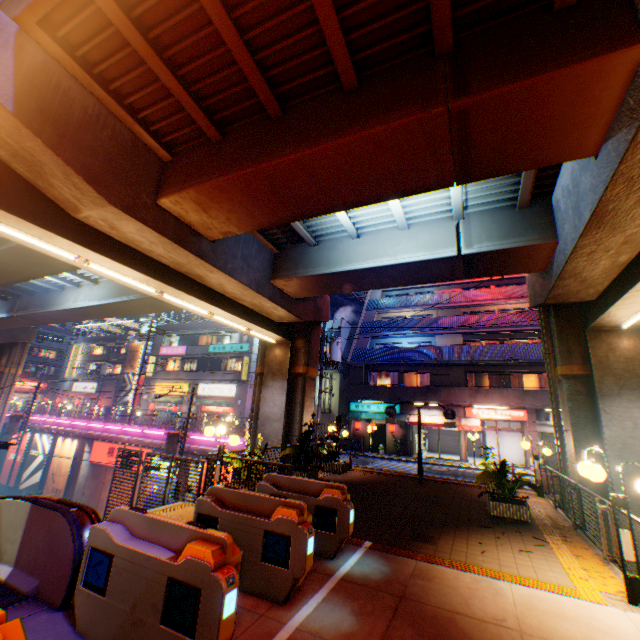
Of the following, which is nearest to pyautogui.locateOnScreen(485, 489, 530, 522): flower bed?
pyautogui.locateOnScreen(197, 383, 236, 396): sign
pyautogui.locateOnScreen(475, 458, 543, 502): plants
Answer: pyautogui.locateOnScreen(475, 458, 543, 502): plants

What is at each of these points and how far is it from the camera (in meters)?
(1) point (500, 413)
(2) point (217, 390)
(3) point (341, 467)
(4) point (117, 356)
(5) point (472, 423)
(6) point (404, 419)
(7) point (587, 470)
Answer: (1) sign, 23.61
(2) sign, 35.59
(3) flower bed, 14.70
(4) building, 48.81
(5) awning, 23.83
(6) awning, 25.80
(7) street lamp, 5.45

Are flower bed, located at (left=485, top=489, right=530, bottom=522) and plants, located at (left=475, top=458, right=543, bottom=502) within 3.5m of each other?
yes

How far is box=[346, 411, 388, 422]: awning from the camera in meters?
26.5 m

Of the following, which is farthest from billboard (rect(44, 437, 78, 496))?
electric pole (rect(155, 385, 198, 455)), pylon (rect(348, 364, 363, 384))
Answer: pylon (rect(348, 364, 363, 384))

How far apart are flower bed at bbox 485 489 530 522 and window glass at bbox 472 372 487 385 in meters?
16.8 m

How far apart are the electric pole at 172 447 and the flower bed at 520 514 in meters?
15.9 m

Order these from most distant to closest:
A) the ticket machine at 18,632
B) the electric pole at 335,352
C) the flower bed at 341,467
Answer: the electric pole at 335,352, the flower bed at 341,467, the ticket machine at 18,632
